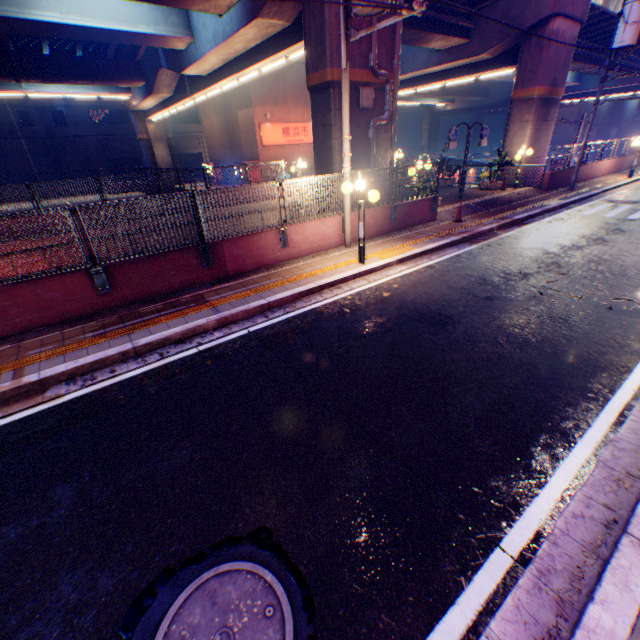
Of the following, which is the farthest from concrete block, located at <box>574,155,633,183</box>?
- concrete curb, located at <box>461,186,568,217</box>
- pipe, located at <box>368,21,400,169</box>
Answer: pipe, located at <box>368,21,400,169</box>

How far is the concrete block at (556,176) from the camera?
17.7 meters

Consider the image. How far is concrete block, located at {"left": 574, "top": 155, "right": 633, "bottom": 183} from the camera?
20.14m

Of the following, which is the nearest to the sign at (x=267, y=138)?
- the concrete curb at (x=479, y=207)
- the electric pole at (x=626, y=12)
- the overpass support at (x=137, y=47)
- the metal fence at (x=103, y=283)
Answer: the overpass support at (x=137, y=47)

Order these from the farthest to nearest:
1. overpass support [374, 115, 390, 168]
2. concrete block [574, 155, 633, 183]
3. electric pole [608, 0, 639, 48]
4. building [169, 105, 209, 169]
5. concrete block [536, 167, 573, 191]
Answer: building [169, 105, 209, 169] → concrete block [574, 155, 633, 183] → concrete block [536, 167, 573, 191] → electric pole [608, 0, 639, 48] → overpass support [374, 115, 390, 168]

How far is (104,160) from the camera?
39.7m

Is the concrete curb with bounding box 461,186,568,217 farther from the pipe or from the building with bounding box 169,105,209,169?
the building with bounding box 169,105,209,169
